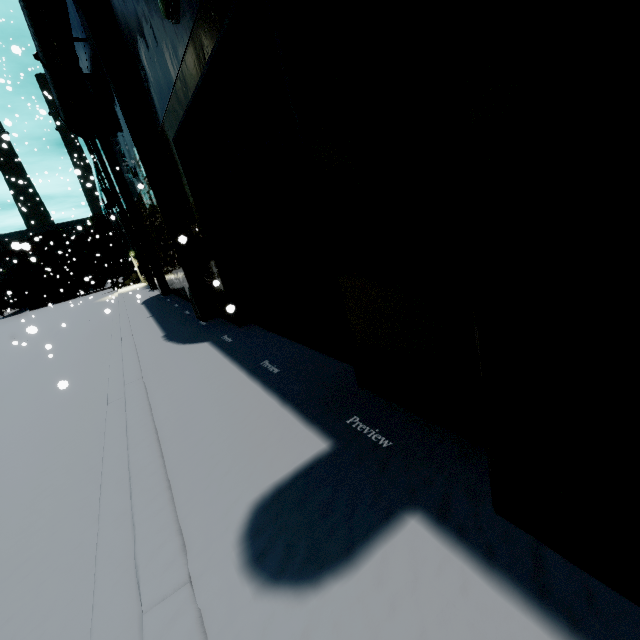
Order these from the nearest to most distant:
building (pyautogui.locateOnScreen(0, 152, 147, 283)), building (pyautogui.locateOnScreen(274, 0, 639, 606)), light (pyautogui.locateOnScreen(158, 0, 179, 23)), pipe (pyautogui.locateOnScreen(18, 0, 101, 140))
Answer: building (pyautogui.locateOnScreen(274, 0, 639, 606)) < light (pyautogui.locateOnScreen(158, 0, 179, 23)) < pipe (pyautogui.locateOnScreen(18, 0, 101, 140)) < building (pyautogui.locateOnScreen(0, 152, 147, 283))

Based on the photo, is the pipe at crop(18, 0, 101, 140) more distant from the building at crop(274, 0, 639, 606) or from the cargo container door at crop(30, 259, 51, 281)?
the cargo container door at crop(30, 259, 51, 281)

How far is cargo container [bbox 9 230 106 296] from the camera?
36.38m

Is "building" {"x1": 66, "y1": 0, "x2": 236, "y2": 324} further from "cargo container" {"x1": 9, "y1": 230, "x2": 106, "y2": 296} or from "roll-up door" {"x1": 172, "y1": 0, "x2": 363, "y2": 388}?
"cargo container" {"x1": 9, "y1": 230, "x2": 106, "y2": 296}

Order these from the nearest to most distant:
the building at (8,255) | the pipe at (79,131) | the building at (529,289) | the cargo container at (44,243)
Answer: the building at (529,289), the pipe at (79,131), the building at (8,255), the cargo container at (44,243)

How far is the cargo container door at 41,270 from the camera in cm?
3669

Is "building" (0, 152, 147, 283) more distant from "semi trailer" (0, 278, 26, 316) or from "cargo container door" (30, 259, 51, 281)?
"cargo container door" (30, 259, 51, 281)

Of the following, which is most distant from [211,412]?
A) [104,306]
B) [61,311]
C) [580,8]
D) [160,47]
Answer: [61,311]
